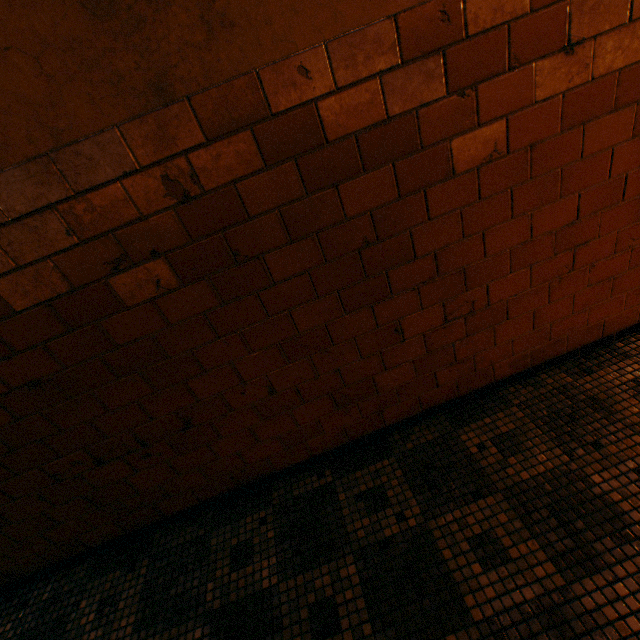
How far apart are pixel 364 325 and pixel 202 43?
1.3 meters
